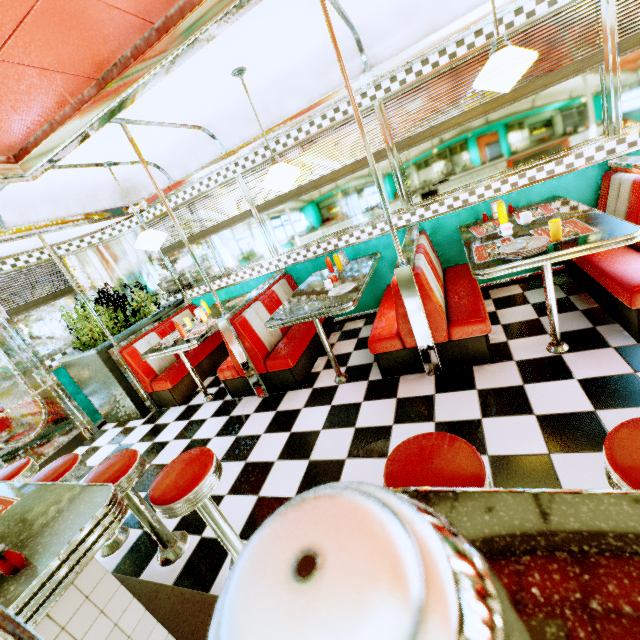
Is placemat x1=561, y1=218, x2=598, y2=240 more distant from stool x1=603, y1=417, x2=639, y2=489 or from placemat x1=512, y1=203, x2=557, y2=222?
stool x1=603, y1=417, x2=639, y2=489

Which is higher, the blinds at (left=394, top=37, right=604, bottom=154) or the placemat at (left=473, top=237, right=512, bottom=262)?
the blinds at (left=394, top=37, right=604, bottom=154)

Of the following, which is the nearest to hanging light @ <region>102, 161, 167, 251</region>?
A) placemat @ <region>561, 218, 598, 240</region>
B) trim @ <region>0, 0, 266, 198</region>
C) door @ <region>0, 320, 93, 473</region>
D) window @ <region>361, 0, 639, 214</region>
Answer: trim @ <region>0, 0, 266, 198</region>

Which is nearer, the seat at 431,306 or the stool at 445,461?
the stool at 445,461

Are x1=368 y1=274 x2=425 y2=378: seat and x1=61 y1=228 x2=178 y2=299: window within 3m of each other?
no

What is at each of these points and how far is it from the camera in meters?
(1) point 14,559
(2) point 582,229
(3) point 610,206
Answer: (1) salt and pepper shaker, 1.0 m
(2) placemat, 2.4 m
(3) seat, 3.1 m

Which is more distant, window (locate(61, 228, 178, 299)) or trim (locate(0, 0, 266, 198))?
window (locate(61, 228, 178, 299))

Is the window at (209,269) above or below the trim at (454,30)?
below
